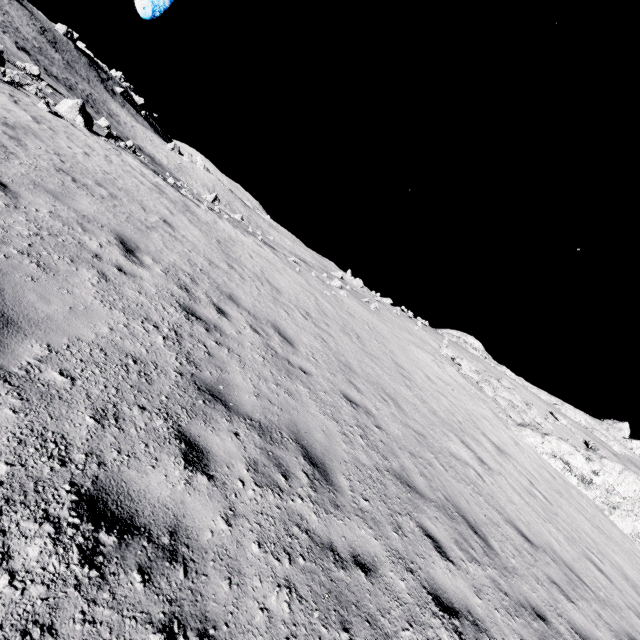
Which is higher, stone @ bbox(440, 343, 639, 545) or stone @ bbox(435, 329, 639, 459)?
stone @ bbox(435, 329, 639, 459)

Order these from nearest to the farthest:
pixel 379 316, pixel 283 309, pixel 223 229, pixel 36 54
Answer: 1. pixel 283 309
2. pixel 223 229
3. pixel 379 316
4. pixel 36 54

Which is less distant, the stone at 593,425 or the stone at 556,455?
the stone at 556,455

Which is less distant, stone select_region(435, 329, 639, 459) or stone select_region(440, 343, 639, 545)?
stone select_region(440, 343, 639, 545)

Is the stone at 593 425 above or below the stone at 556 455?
above
